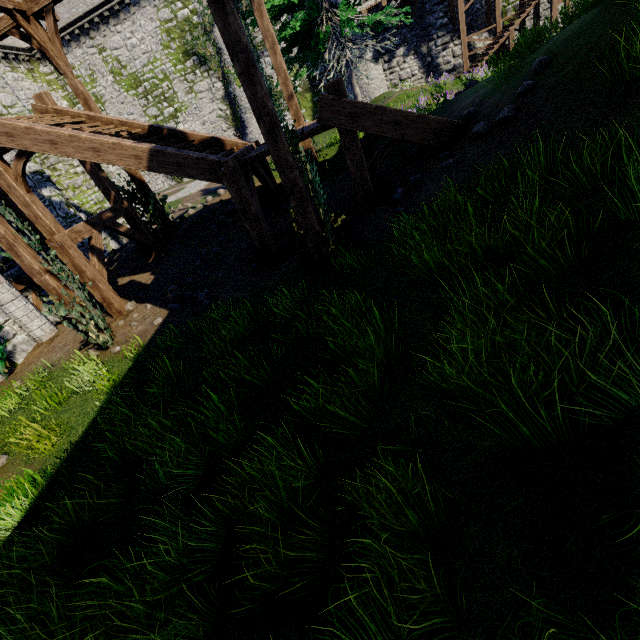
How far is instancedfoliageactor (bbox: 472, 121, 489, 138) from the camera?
5.85m

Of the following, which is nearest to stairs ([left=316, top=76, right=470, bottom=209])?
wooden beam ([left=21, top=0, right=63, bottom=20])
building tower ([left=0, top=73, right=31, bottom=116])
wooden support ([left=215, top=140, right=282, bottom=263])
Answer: wooden support ([left=215, top=140, right=282, bottom=263])

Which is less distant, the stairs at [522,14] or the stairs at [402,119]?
the stairs at [402,119]

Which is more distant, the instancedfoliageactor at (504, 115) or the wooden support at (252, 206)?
the wooden support at (252, 206)

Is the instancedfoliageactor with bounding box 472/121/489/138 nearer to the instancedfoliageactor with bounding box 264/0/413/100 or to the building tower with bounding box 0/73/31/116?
the instancedfoliageactor with bounding box 264/0/413/100

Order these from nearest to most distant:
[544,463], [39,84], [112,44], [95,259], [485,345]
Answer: [544,463] → [485,345] → [95,259] → [112,44] → [39,84]

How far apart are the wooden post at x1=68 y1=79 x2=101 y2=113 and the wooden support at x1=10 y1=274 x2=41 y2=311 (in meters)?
3.46

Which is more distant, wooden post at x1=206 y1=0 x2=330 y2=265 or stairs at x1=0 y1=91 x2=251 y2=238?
stairs at x1=0 y1=91 x2=251 y2=238
